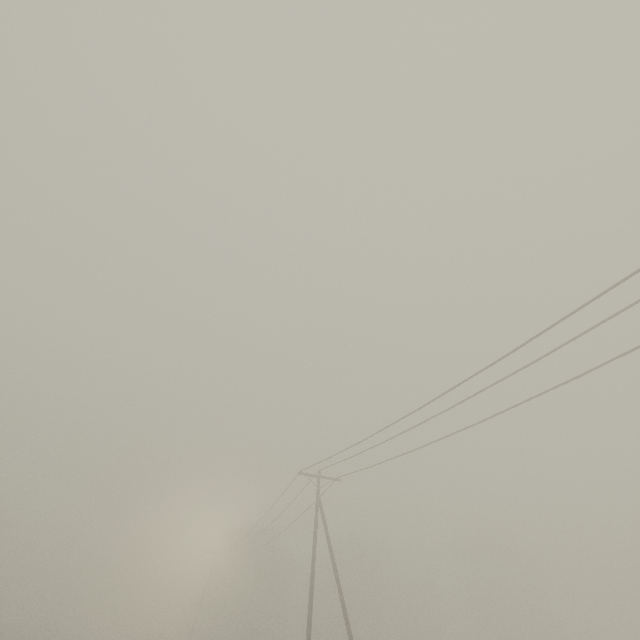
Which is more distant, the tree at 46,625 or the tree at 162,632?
the tree at 162,632

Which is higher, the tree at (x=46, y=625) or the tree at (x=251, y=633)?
the tree at (x=251, y=633)

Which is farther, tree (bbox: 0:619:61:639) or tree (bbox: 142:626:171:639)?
tree (bbox: 142:626:171:639)

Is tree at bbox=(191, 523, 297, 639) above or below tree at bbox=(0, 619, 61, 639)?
above

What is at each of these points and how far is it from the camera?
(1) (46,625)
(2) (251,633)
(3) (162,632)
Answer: (1) tree, 45.28m
(2) tree, 45.28m
(3) tree, 58.28m

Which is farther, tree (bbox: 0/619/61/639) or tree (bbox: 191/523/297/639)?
tree (bbox: 191/523/297/639)

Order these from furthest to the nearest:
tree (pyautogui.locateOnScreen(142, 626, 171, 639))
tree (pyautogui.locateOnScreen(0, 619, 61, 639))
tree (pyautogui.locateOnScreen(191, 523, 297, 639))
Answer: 1. tree (pyautogui.locateOnScreen(191, 523, 297, 639))
2. tree (pyautogui.locateOnScreen(142, 626, 171, 639))
3. tree (pyautogui.locateOnScreen(0, 619, 61, 639))
